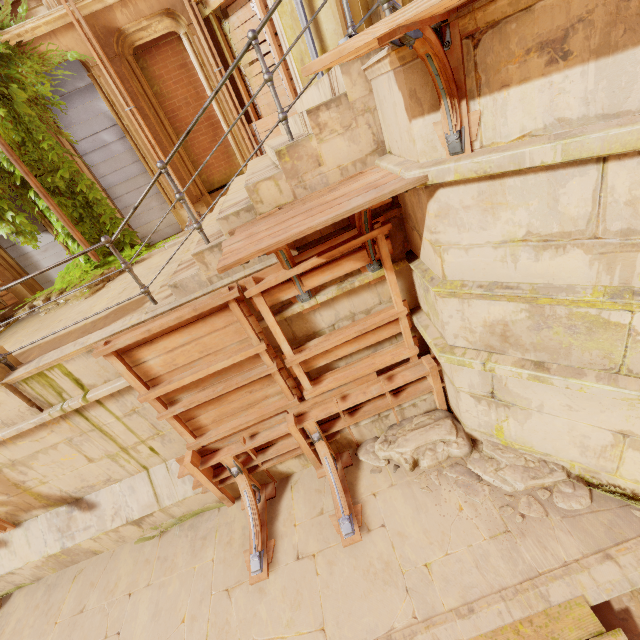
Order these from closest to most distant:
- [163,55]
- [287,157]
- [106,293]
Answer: [287,157] < [106,293] < [163,55]

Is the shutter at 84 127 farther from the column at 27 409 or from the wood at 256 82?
the column at 27 409

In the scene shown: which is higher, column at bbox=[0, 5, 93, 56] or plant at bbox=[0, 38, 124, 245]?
column at bbox=[0, 5, 93, 56]

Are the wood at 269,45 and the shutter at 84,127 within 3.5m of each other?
yes

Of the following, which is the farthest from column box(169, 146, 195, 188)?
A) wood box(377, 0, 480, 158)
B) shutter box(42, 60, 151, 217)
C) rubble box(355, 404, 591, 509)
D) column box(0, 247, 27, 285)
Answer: rubble box(355, 404, 591, 509)

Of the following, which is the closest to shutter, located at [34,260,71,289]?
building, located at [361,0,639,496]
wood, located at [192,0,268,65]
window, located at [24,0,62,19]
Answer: window, located at [24,0,62,19]

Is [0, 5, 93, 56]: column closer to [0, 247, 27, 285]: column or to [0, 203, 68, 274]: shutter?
[0, 203, 68, 274]: shutter

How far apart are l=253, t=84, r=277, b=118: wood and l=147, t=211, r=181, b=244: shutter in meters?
2.7
